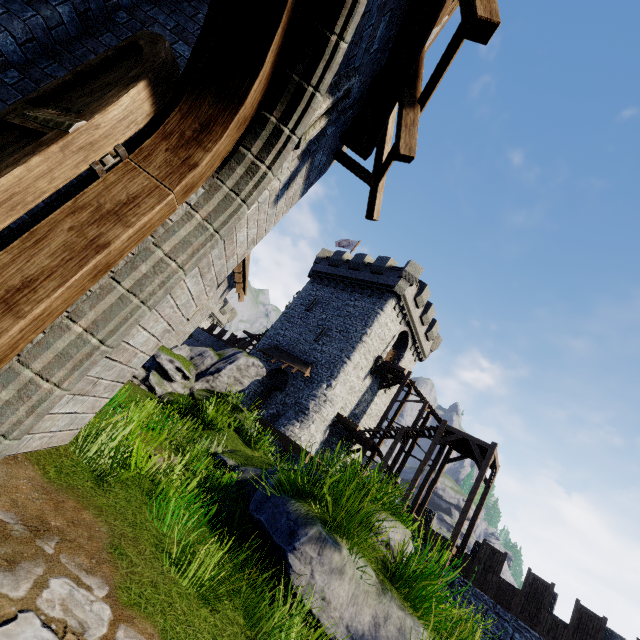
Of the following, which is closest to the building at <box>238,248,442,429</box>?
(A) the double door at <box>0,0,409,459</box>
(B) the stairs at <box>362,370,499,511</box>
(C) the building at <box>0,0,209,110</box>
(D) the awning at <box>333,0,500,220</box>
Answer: (B) the stairs at <box>362,370,499,511</box>

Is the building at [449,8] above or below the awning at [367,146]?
above

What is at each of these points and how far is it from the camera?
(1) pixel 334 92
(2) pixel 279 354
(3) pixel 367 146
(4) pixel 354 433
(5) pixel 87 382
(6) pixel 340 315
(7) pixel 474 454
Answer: (1) window slit, 3.1m
(2) awning, 26.8m
(3) awning, 4.1m
(4) wooden platform, 24.5m
(5) building, 2.7m
(6) building, 27.3m
(7) stairs, 21.0m

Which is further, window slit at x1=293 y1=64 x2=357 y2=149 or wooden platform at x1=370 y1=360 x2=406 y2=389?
wooden platform at x1=370 y1=360 x2=406 y2=389

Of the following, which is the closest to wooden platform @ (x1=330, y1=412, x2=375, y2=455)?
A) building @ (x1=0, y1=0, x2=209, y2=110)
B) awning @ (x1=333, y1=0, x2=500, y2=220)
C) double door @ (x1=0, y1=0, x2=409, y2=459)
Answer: building @ (x1=0, y1=0, x2=209, y2=110)

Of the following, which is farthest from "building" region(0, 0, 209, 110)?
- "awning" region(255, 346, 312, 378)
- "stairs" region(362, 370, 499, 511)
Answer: "stairs" region(362, 370, 499, 511)

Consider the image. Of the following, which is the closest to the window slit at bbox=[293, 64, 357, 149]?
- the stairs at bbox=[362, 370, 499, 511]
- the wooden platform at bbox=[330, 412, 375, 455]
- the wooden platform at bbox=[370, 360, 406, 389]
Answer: A: the stairs at bbox=[362, 370, 499, 511]

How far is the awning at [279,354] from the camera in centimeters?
2445cm
